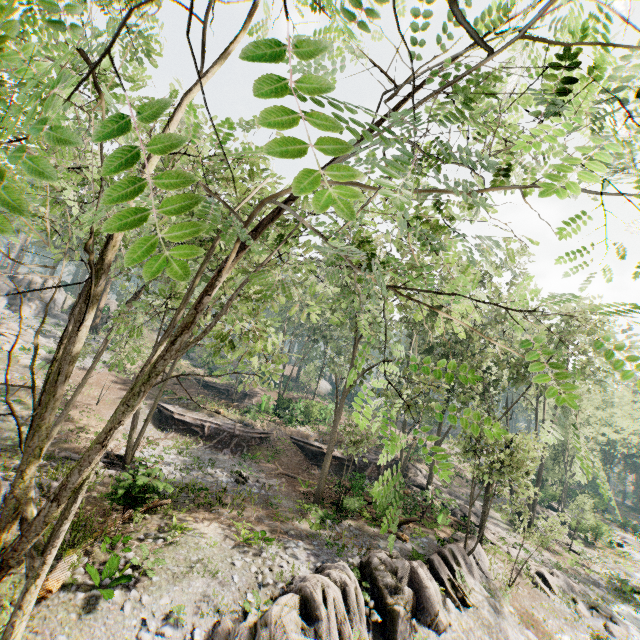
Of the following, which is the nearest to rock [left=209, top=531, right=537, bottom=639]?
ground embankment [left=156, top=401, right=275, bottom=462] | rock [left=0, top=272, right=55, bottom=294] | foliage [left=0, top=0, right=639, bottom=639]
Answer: foliage [left=0, top=0, right=639, bottom=639]

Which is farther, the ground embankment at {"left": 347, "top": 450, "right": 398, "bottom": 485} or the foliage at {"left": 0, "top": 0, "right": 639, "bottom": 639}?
the ground embankment at {"left": 347, "top": 450, "right": 398, "bottom": 485}

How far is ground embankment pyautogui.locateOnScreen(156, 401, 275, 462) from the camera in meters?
27.5

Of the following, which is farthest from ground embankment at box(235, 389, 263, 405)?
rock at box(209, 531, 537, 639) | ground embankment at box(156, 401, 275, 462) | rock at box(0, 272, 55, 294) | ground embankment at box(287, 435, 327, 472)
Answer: rock at box(209, 531, 537, 639)

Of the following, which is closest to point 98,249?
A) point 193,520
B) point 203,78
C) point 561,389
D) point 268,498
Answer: point 193,520

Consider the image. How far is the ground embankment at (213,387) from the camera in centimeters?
4158cm

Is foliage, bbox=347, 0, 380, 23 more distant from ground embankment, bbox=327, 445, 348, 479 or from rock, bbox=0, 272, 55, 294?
rock, bbox=0, 272, 55, 294

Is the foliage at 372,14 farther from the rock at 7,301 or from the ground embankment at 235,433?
the ground embankment at 235,433
